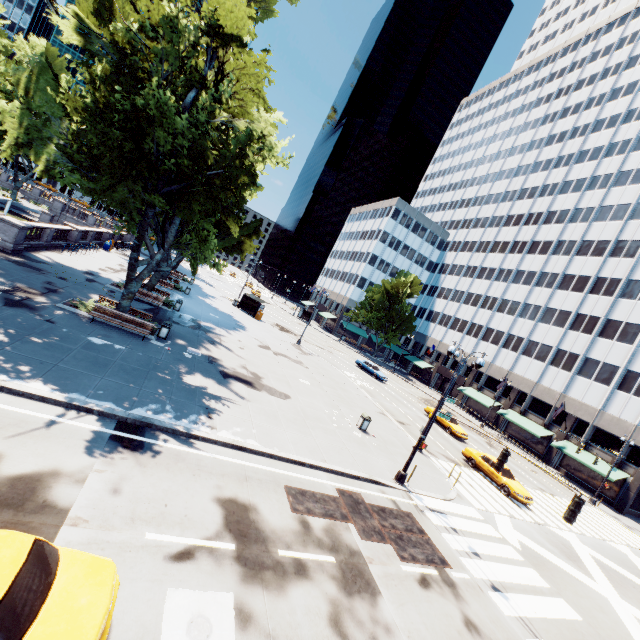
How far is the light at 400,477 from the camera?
10.5m

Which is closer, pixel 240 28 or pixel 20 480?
pixel 20 480

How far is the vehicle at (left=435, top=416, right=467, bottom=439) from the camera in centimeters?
3083cm

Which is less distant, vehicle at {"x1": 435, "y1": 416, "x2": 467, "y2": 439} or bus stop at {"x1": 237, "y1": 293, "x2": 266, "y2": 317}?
vehicle at {"x1": 435, "y1": 416, "x2": 467, "y2": 439}

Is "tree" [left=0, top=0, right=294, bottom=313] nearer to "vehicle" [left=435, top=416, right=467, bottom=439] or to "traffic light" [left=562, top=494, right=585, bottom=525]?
"traffic light" [left=562, top=494, right=585, bottom=525]

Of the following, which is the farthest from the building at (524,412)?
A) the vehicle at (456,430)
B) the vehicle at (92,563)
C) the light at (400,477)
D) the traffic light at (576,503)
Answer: the vehicle at (92,563)

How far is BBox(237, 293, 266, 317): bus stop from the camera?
42.4m

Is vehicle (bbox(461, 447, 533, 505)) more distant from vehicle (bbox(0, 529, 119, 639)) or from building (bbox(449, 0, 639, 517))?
vehicle (bbox(0, 529, 119, 639))
